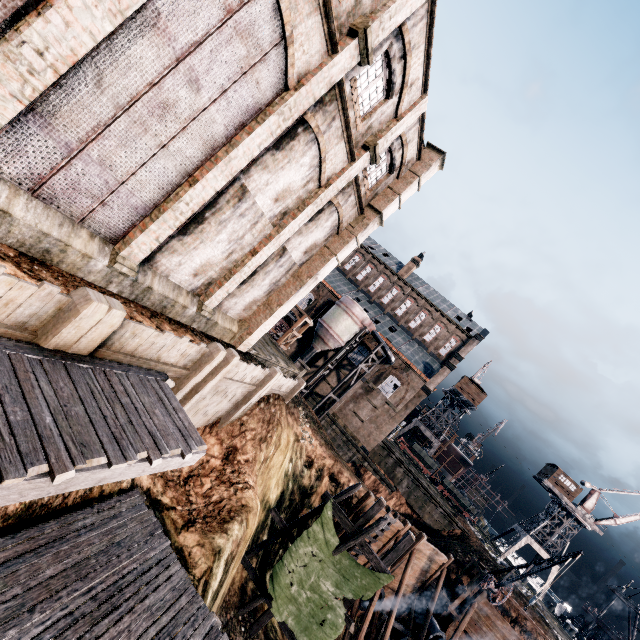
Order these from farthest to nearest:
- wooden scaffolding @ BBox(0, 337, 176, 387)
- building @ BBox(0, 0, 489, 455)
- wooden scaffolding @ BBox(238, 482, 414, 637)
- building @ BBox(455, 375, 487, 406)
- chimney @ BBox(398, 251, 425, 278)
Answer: building @ BBox(455, 375, 487, 406) → chimney @ BBox(398, 251, 425, 278) → wooden scaffolding @ BBox(238, 482, 414, 637) → building @ BBox(0, 0, 489, 455) → wooden scaffolding @ BBox(0, 337, 176, 387)

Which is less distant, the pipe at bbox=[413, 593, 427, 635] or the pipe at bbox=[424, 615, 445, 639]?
the pipe at bbox=[424, 615, 445, 639]

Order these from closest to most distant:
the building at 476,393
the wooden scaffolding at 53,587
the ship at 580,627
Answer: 1. the wooden scaffolding at 53,587
2. the ship at 580,627
3. the building at 476,393

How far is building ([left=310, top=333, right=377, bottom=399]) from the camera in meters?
44.9

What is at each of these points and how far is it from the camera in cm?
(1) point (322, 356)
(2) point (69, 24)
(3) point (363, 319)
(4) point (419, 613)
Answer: (1) building, 4644
(2) building, 591
(3) silo, 4244
(4) pipe, 2456

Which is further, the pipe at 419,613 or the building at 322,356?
the building at 322,356

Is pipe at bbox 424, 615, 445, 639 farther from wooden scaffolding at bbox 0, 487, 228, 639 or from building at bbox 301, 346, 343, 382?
wooden scaffolding at bbox 0, 487, 228, 639

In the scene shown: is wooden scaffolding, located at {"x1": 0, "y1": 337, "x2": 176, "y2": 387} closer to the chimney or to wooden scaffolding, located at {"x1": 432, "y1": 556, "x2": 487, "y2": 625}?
wooden scaffolding, located at {"x1": 432, "y1": 556, "x2": 487, "y2": 625}
